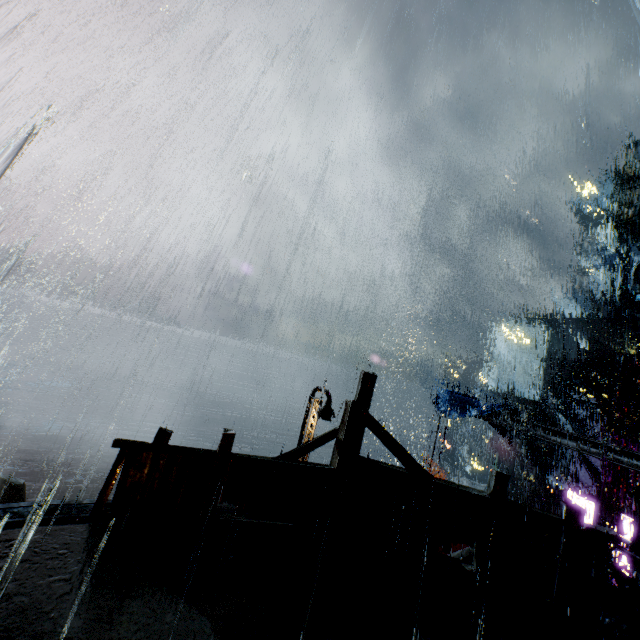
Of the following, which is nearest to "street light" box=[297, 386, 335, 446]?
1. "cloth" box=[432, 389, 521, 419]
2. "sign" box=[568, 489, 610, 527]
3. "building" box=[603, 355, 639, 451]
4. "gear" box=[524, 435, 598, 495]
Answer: "building" box=[603, 355, 639, 451]

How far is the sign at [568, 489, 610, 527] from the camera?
17.20m

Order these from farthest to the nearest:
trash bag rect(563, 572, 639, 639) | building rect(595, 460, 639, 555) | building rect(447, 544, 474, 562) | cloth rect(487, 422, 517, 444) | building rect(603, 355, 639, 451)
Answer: building rect(603, 355, 639, 451), cloth rect(487, 422, 517, 444), building rect(595, 460, 639, 555), building rect(447, 544, 474, 562), trash bag rect(563, 572, 639, 639)

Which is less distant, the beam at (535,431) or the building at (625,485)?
the beam at (535,431)

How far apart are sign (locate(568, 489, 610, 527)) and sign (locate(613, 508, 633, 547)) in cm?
23

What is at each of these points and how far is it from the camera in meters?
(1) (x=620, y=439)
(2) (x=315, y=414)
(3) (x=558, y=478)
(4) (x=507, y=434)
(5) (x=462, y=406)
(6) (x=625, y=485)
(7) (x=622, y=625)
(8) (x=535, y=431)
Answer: (1) building, 22.8 m
(2) street light, 14.6 m
(3) gear, 27.4 m
(4) cloth, 19.8 m
(5) cloth, 21.3 m
(6) building, 22.0 m
(7) trash bag, 5.0 m
(8) beam, 16.9 m

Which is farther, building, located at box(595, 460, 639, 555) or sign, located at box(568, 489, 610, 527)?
sign, located at box(568, 489, 610, 527)

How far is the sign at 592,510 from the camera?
17.20m
